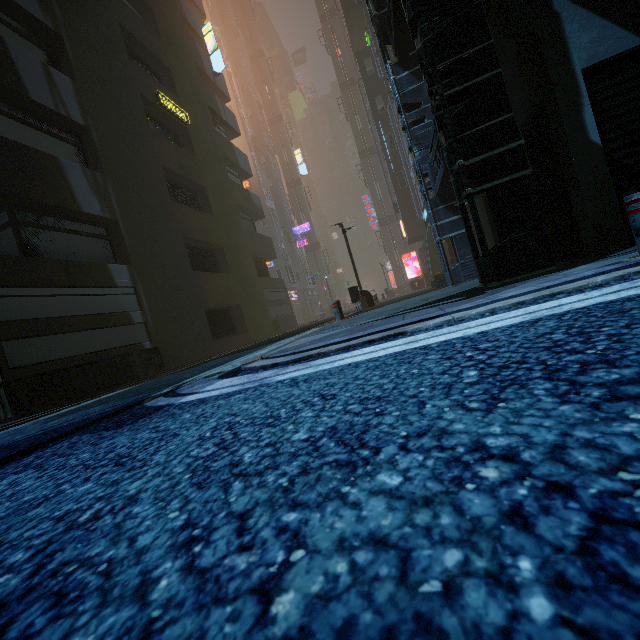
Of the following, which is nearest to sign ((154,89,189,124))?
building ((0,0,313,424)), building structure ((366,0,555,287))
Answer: building ((0,0,313,424))

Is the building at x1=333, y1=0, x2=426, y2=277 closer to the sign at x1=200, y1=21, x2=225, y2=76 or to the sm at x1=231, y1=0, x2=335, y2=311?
the sign at x1=200, y1=21, x2=225, y2=76

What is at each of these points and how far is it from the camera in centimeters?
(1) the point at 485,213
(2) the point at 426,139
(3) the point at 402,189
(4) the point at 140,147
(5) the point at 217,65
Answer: (1) building, 931cm
(2) building structure, 899cm
(3) building, 2477cm
(4) building, 1212cm
(5) sign, 2030cm

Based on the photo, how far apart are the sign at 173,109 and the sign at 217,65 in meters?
6.9

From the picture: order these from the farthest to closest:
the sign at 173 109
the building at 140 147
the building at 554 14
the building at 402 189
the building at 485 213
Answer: the building at 402 189, the sign at 173 109, the building at 485 213, the building at 140 147, the building at 554 14

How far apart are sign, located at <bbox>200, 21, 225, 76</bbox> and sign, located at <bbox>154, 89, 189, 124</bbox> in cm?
694

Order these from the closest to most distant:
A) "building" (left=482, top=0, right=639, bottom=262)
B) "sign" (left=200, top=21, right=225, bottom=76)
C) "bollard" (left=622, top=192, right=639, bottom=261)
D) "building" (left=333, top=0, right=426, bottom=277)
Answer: "bollard" (left=622, top=192, right=639, bottom=261) < "building" (left=482, top=0, right=639, bottom=262) < "sign" (left=200, top=21, right=225, bottom=76) < "building" (left=333, top=0, right=426, bottom=277)

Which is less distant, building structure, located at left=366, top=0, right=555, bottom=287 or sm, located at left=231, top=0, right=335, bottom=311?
building structure, located at left=366, top=0, right=555, bottom=287
